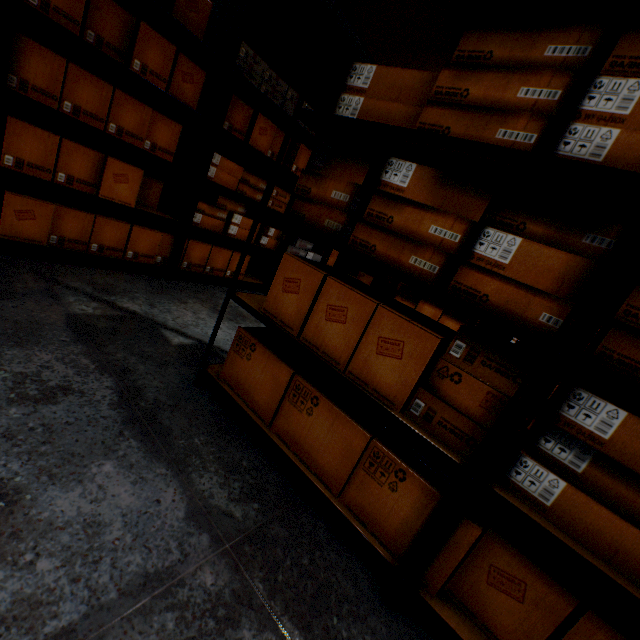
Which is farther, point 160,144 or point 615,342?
point 160,144

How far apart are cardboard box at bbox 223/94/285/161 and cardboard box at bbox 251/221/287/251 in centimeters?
50cm

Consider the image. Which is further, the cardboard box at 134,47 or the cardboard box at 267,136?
the cardboard box at 267,136

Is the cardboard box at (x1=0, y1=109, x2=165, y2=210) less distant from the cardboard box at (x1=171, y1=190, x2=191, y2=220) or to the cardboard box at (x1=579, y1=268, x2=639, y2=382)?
the cardboard box at (x1=171, y1=190, x2=191, y2=220)

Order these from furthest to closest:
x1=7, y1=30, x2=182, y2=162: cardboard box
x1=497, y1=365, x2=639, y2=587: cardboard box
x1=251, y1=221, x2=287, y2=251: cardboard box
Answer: x1=251, y1=221, x2=287, y2=251: cardboard box
x1=7, y1=30, x2=182, y2=162: cardboard box
x1=497, y1=365, x2=639, y2=587: cardboard box

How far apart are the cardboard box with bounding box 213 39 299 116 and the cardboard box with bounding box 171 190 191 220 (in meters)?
0.92

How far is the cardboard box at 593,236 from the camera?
0.9 meters

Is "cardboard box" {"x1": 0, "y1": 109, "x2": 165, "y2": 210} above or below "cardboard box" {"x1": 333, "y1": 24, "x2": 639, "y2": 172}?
below
